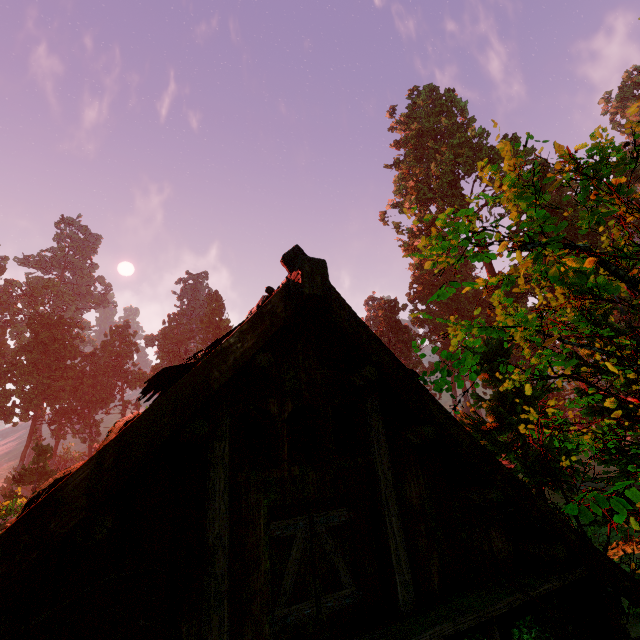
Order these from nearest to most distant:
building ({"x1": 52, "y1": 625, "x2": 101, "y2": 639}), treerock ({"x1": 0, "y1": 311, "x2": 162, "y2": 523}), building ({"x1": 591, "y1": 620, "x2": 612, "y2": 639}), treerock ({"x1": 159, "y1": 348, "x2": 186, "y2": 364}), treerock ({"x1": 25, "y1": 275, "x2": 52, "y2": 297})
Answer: building ({"x1": 52, "y1": 625, "x2": 101, "y2": 639}) → building ({"x1": 591, "y1": 620, "x2": 612, "y2": 639}) → treerock ({"x1": 0, "y1": 311, "x2": 162, "y2": 523}) → treerock ({"x1": 159, "y1": 348, "x2": 186, "y2": 364}) → treerock ({"x1": 25, "y1": 275, "x2": 52, "y2": 297})

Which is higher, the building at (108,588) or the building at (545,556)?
the building at (108,588)

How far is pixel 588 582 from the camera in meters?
4.5 m

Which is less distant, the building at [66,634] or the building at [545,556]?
the building at [66,634]

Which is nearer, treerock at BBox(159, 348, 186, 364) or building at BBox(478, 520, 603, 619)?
building at BBox(478, 520, 603, 619)

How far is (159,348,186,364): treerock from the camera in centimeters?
5733cm

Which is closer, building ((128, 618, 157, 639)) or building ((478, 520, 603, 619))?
building ((128, 618, 157, 639))
